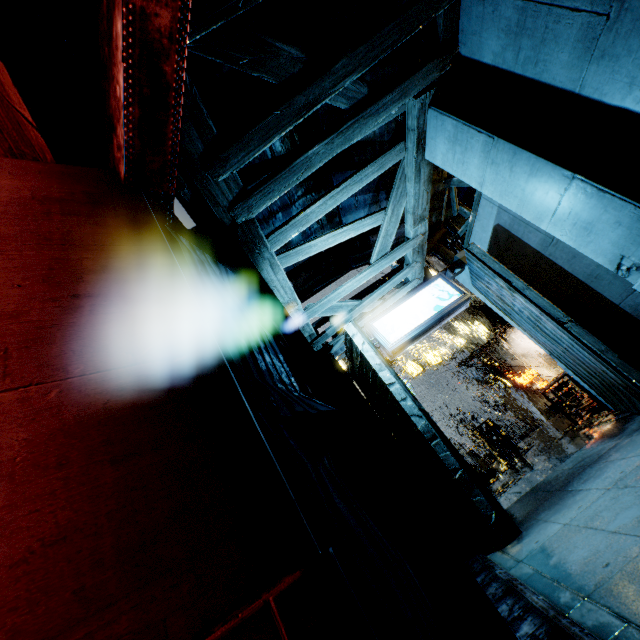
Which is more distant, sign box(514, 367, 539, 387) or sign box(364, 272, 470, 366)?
sign box(514, 367, 539, 387)

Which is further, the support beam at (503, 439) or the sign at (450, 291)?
the support beam at (503, 439)

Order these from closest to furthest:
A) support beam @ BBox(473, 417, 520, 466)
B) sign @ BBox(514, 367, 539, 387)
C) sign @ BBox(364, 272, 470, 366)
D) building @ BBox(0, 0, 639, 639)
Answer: building @ BBox(0, 0, 639, 639) < sign @ BBox(364, 272, 470, 366) < support beam @ BBox(473, 417, 520, 466) < sign @ BBox(514, 367, 539, 387)

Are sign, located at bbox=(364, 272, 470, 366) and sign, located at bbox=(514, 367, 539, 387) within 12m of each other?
no

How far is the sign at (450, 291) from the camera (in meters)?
8.27

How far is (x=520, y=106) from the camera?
5.3 meters

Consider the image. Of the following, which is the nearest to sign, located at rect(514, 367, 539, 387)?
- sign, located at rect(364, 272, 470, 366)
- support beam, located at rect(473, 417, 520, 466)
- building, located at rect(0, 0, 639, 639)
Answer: building, located at rect(0, 0, 639, 639)

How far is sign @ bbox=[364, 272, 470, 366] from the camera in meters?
8.3
